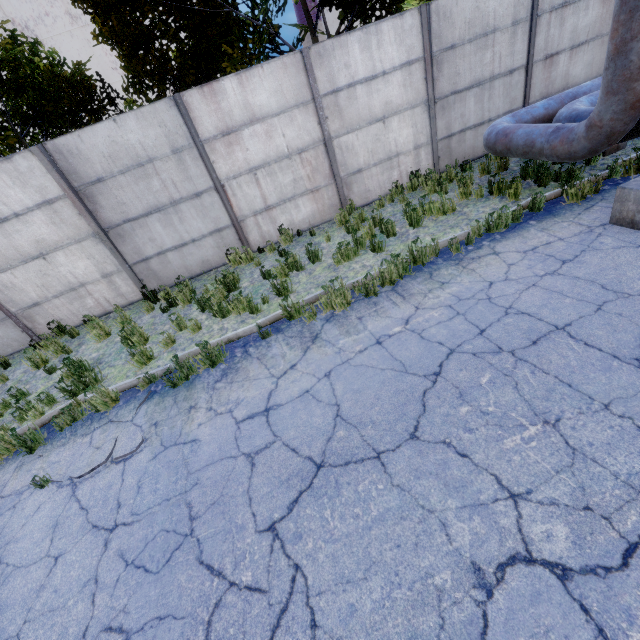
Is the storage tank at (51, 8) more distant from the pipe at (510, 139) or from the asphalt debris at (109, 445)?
the asphalt debris at (109, 445)

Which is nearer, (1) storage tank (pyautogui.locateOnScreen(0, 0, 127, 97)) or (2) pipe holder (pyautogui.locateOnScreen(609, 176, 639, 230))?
(2) pipe holder (pyautogui.locateOnScreen(609, 176, 639, 230))

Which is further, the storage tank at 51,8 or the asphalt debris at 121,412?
the storage tank at 51,8

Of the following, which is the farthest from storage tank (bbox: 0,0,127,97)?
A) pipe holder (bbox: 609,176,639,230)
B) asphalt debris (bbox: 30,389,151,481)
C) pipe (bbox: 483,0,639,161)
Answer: pipe holder (bbox: 609,176,639,230)

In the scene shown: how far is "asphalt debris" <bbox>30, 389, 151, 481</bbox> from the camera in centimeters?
432cm

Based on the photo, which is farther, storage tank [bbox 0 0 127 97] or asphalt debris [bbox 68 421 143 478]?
storage tank [bbox 0 0 127 97]

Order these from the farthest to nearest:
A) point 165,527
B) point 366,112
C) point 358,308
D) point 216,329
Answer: point 366,112 < point 216,329 < point 358,308 < point 165,527

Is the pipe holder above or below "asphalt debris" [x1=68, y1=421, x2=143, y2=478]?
above
